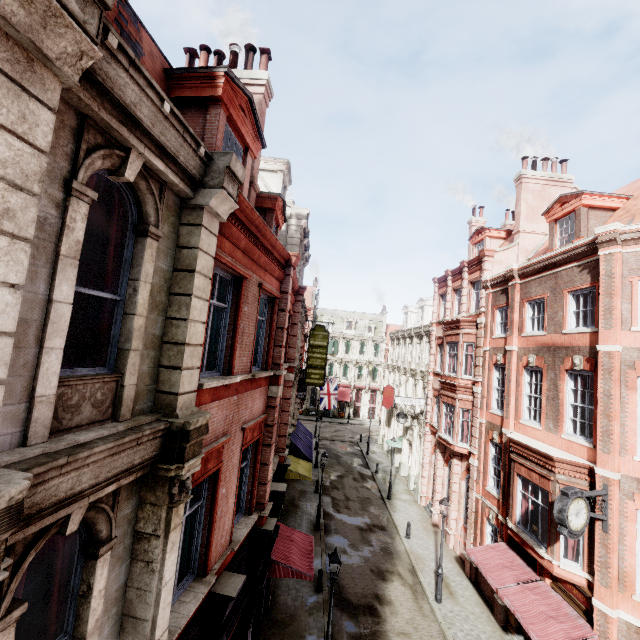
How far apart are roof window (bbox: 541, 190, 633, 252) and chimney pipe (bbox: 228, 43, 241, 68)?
14.8m

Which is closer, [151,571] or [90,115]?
[90,115]

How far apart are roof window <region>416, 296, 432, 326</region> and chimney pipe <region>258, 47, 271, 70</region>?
24.6 meters

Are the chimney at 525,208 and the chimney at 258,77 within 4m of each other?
no

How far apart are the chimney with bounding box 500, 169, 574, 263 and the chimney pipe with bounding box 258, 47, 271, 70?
16.0 meters

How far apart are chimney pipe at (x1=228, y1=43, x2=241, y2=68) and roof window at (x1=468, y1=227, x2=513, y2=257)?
18.01m

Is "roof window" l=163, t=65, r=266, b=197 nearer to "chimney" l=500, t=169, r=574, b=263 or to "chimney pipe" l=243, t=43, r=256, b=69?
"chimney pipe" l=243, t=43, r=256, b=69

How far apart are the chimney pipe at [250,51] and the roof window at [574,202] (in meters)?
14.30
